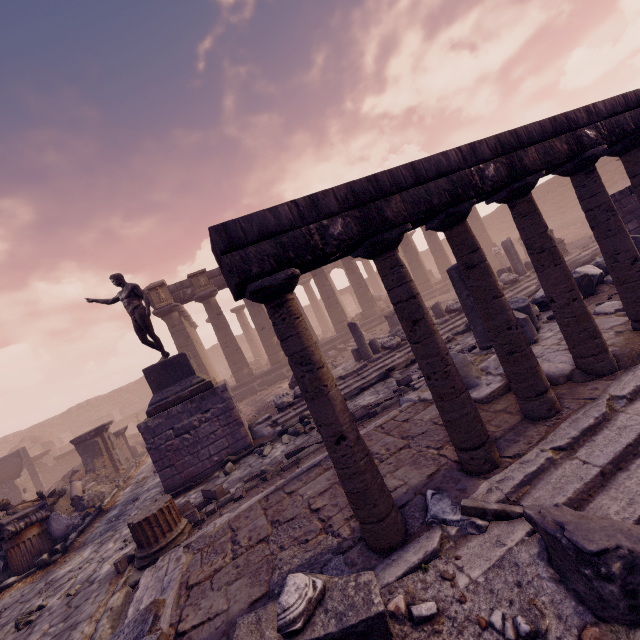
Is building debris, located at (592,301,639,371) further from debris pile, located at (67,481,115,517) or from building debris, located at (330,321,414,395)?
debris pile, located at (67,481,115,517)

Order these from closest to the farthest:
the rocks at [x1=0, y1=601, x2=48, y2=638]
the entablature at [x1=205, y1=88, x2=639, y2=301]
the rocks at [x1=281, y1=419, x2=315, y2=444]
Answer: the entablature at [x1=205, y1=88, x2=639, y2=301], the rocks at [x1=0, y1=601, x2=48, y2=638], the rocks at [x1=281, y1=419, x2=315, y2=444]

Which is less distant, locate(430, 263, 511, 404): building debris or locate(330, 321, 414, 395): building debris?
locate(430, 263, 511, 404): building debris

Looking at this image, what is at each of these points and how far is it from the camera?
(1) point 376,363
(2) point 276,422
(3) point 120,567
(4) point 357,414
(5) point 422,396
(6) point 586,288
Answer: (1) building debris, 10.9 meters
(2) building debris, 9.6 meters
(3) stone blocks, 5.3 meters
(4) stone blocks, 6.9 meters
(5) building debris, 5.6 meters
(6) building debris, 6.8 meters

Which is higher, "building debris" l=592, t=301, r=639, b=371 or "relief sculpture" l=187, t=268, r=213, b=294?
"relief sculpture" l=187, t=268, r=213, b=294

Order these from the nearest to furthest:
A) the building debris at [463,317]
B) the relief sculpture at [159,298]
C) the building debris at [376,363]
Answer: the building debris at [463,317], the building debris at [376,363], the relief sculpture at [159,298]

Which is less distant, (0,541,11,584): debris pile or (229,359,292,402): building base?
(0,541,11,584): debris pile

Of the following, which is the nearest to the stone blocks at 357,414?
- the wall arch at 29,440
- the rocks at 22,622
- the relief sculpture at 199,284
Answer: the rocks at 22,622
